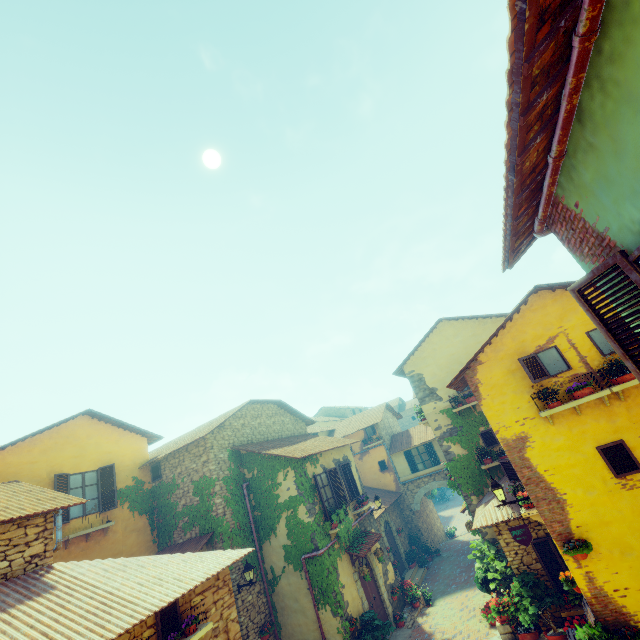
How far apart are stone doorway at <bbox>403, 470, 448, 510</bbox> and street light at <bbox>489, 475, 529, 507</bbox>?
14.47m

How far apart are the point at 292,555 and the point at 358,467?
13.1 meters

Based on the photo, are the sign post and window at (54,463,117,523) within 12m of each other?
no

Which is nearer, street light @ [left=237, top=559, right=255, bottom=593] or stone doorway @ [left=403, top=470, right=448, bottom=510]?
street light @ [left=237, top=559, right=255, bottom=593]

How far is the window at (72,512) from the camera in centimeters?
1154cm

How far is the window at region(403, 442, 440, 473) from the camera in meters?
22.1

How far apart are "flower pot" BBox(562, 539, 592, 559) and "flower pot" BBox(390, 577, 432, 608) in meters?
10.2 m

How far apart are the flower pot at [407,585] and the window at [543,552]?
7.0m
